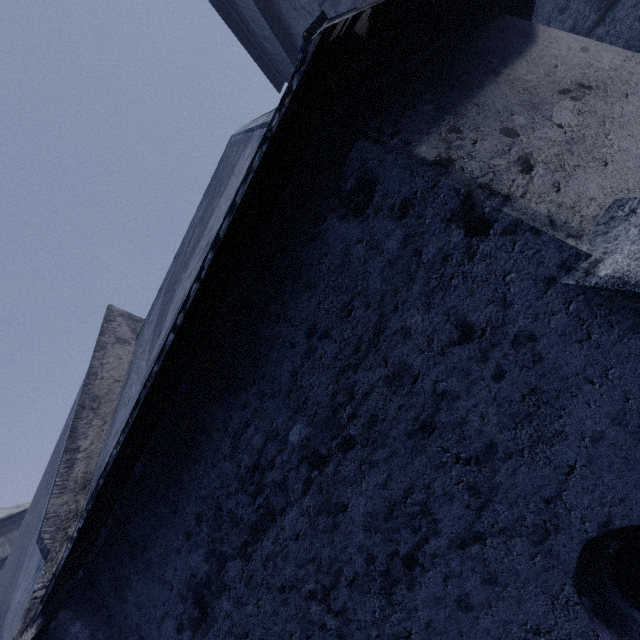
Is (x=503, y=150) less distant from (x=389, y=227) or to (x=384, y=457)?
(x=389, y=227)
